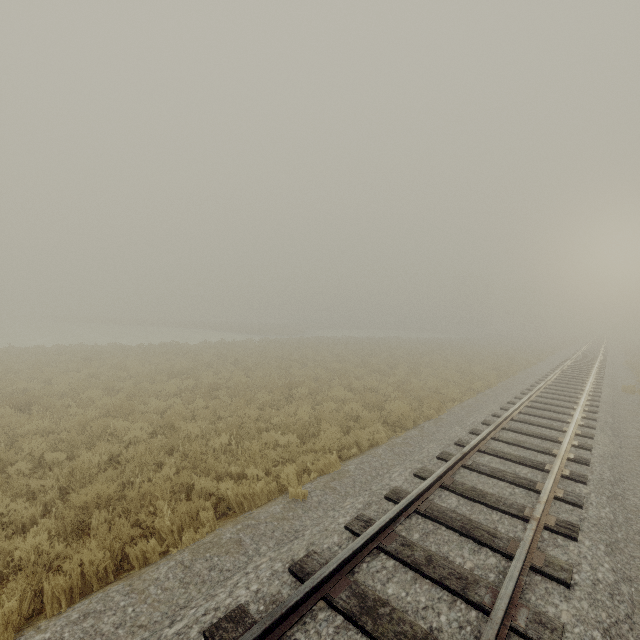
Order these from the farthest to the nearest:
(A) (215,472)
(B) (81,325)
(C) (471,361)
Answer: (B) (81,325) < (C) (471,361) < (A) (215,472)
